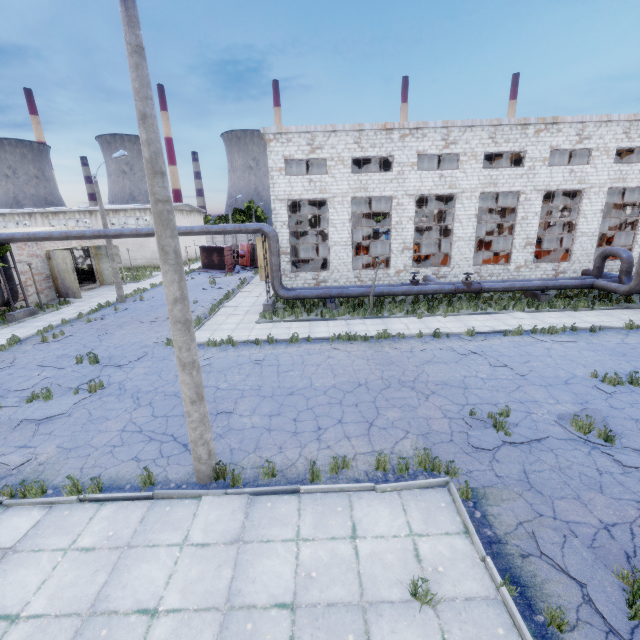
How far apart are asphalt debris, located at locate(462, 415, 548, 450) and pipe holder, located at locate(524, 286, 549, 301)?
15.05m

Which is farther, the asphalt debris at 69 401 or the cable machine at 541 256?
the cable machine at 541 256

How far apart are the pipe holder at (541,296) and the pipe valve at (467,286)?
3.6 meters

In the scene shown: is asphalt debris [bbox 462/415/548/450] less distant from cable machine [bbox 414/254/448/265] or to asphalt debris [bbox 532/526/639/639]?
asphalt debris [bbox 532/526/639/639]

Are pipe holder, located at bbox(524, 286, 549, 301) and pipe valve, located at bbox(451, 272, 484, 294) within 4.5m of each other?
yes

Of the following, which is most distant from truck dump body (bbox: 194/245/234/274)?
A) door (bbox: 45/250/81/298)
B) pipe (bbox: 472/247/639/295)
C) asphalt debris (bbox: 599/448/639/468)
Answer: asphalt debris (bbox: 599/448/639/468)

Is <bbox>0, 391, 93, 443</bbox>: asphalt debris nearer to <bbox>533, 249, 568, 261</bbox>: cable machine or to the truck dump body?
the truck dump body

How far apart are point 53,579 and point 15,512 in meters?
2.2
